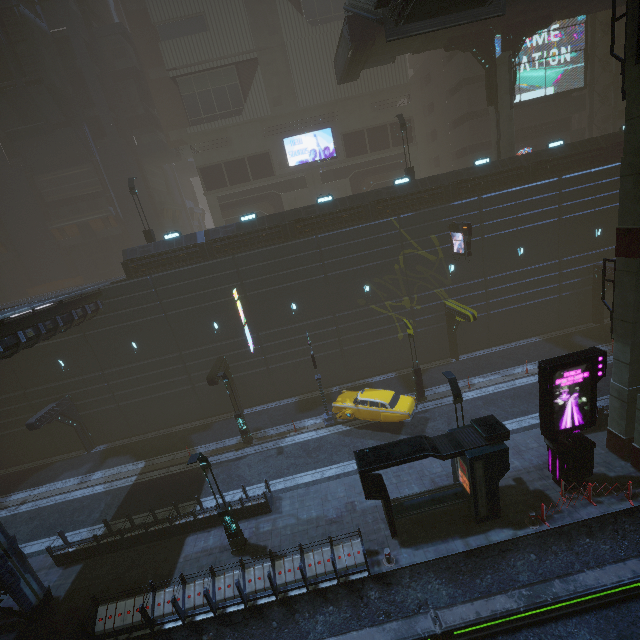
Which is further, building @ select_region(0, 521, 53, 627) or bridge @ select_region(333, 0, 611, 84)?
bridge @ select_region(333, 0, 611, 84)

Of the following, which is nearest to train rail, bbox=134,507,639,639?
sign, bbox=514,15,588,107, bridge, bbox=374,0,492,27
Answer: bridge, bbox=374,0,492,27

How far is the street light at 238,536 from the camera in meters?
12.7 m

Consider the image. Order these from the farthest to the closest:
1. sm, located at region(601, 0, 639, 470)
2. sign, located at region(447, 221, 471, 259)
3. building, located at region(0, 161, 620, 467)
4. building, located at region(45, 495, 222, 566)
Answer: building, located at region(0, 161, 620, 467) < sign, located at region(447, 221, 471, 259) < building, located at region(45, 495, 222, 566) < sm, located at region(601, 0, 639, 470)

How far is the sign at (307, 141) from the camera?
34.09m

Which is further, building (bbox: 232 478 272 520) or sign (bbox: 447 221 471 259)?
sign (bbox: 447 221 471 259)

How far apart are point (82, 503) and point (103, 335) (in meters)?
10.84
